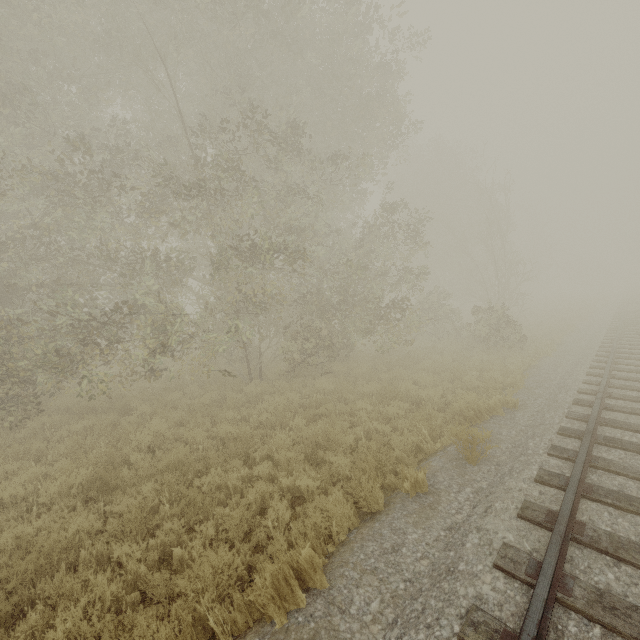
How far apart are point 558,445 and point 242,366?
10.64m
